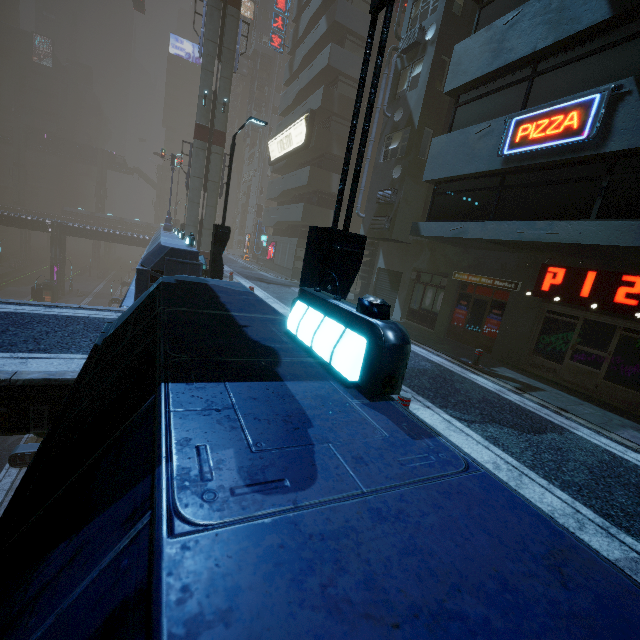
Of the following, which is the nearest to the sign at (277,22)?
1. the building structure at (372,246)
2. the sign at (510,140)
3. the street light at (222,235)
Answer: the building structure at (372,246)

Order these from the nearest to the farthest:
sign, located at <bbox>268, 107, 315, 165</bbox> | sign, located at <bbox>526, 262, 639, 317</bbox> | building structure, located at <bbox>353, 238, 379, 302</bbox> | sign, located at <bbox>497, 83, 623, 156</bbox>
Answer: sign, located at <bbox>497, 83, 623, 156</bbox> < sign, located at <bbox>526, 262, 639, 317</bbox> < building structure, located at <bbox>353, 238, 379, 302</bbox> < sign, located at <bbox>268, 107, 315, 165</bbox>

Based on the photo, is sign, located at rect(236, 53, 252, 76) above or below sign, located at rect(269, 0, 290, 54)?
above

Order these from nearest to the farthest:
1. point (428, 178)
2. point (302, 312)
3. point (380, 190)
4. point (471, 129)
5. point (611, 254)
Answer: point (302, 312) < point (611, 254) < point (471, 129) < point (428, 178) < point (380, 190)

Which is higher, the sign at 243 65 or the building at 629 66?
the sign at 243 65

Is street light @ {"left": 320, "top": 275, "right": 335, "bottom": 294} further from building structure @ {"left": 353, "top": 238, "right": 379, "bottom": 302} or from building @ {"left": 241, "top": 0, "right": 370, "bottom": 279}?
building structure @ {"left": 353, "top": 238, "right": 379, "bottom": 302}

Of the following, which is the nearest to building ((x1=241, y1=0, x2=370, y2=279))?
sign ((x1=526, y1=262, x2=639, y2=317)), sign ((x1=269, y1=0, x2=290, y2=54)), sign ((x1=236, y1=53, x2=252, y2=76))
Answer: sign ((x1=526, y1=262, x2=639, y2=317))

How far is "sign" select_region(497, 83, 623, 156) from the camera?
7.20m
